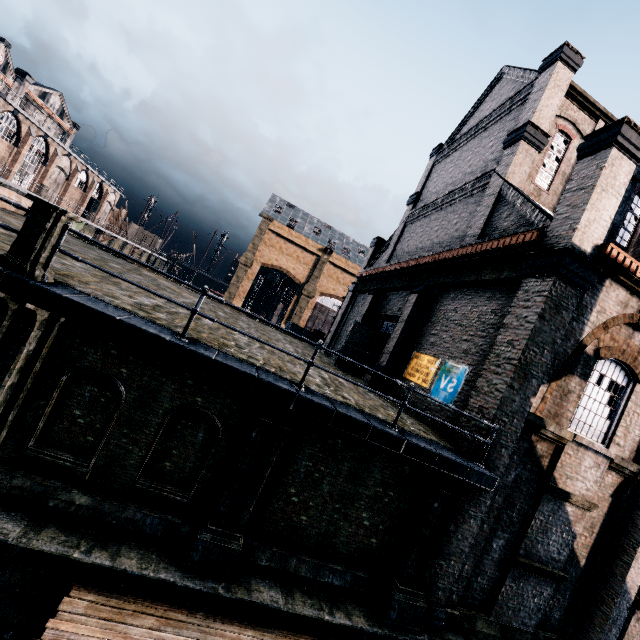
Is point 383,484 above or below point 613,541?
below

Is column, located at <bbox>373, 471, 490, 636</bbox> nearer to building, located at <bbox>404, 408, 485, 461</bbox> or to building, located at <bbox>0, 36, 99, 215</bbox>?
building, located at <bbox>404, 408, 485, 461</bbox>

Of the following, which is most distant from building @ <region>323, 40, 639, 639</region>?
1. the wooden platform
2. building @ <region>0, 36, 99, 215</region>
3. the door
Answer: building @ <region>0, 36, 99, 215</region>

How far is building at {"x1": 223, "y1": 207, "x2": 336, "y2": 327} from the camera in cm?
5603

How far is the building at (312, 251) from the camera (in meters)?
56.03
